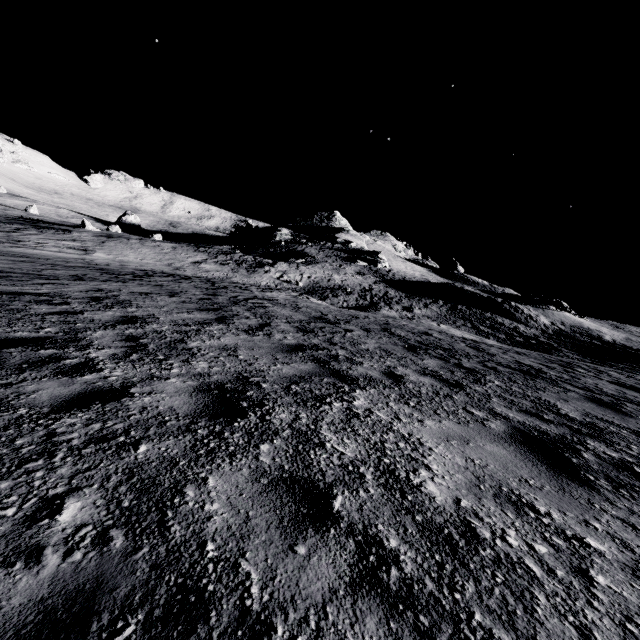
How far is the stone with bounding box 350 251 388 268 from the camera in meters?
52.8

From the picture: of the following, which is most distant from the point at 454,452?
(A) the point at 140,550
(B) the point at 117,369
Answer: Answer: (B) the point at 117,369

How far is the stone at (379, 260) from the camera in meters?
52.8
